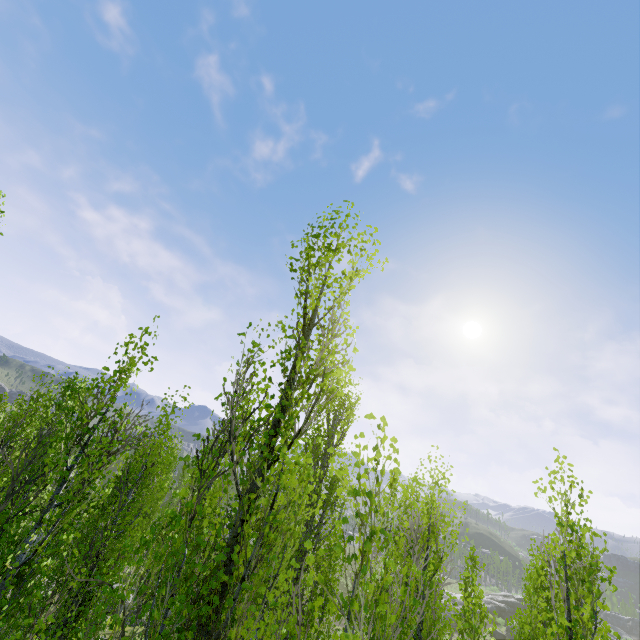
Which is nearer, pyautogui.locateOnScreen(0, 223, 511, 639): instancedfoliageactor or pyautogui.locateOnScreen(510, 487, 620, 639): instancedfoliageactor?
pyautogui.locateOnScreen(0, 223, 511, 639): instancedfoliageactor

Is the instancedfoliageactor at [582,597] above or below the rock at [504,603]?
above

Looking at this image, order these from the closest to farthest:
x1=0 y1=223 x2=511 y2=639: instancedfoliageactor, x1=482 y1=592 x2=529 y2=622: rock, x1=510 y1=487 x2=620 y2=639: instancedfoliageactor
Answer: x1=0 y1=223 x2=511 y2=639: instancedfoliageactor → x1=510 y1=487 x2=620 y2=639: instancedfoliageactor → x1=482 y1=592 x2=529 y2=622: rock

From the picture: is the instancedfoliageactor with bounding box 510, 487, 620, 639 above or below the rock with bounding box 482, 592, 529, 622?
above

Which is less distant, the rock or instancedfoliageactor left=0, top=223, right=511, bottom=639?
instancedfoliageactor left=0, top=223, right=511, bottom=639

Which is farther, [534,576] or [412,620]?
[534,576]

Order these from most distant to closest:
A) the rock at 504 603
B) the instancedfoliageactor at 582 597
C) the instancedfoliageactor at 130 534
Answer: the rock at 504 603
the instancedfoliageactor at 582 597
the instancedfoliageactor at 130 534
